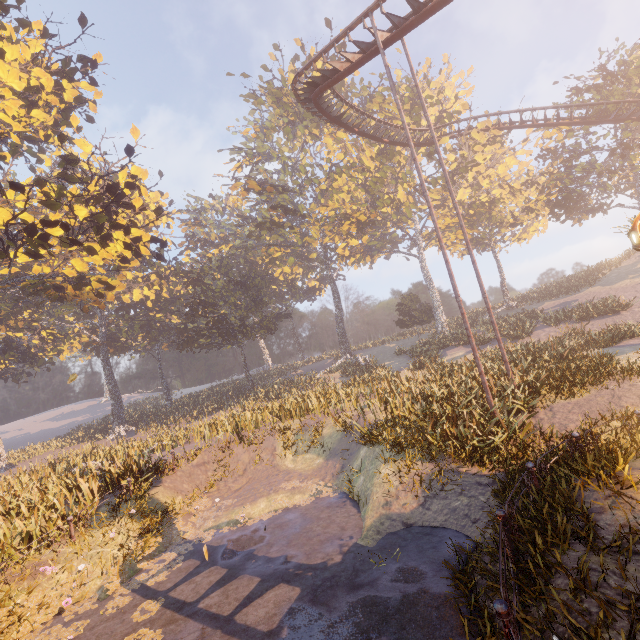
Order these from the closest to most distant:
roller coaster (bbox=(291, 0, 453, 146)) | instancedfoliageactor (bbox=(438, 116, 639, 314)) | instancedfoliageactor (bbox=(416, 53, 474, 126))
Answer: roller coaster (bbox=(291, 0, 453, 146)) < instancedfoliageactor (bbox=(438, 116, 639, 314)) < instancedfoliageactor (bbox=(416, 53, 474, 126))

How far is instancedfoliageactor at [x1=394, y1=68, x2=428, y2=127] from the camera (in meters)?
33.97

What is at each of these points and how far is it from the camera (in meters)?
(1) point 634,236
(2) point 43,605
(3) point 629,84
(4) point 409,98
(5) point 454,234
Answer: (1) carousel, 5.61
(2) instancedfoliageactor, 7.93
(3) instancedfoliageactor, 27.14
(4) instancedfoliageactor, 42.59
(5) instancedfoliageactor, 41.25

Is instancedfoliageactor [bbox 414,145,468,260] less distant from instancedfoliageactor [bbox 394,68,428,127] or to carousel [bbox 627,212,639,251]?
carousel [bbox 627,212,639,251]

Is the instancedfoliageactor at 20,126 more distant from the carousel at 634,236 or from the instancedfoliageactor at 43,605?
the instancedfoliageactor at 43,605

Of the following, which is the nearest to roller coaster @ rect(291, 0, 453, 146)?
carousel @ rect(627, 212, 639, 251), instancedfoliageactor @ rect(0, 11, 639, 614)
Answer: instancedfoliageactor @ rect(0, 11, 639, 614)

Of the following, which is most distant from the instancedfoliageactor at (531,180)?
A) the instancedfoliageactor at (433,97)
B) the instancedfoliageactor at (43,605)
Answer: the instancedfoliageactor at (43,605)

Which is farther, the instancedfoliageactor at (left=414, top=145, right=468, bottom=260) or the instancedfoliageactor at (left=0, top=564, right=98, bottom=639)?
the instancedfoliageactor at (left=414, top=145, right=468, bottom=260)
